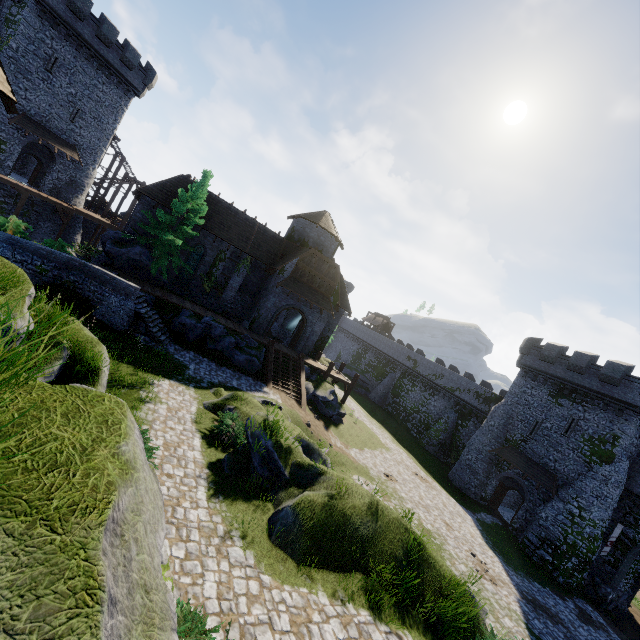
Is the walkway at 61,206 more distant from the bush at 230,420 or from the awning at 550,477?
the awning at 550,477

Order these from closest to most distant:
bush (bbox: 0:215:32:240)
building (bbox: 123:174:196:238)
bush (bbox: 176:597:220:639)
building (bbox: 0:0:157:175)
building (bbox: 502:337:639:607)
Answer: bush (bbox: 176:597:220:639)
bush (bbox: 0:215:32:240)
building (bbox: 502:337:639:607)
building (bbox: 123:174:196:238)
building (bbox: 0:0:157:175)

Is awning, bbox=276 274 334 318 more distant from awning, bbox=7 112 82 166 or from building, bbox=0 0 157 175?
building, bbox=0 0 157 175

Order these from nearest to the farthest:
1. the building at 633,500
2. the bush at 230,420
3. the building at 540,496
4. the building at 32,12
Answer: the bush at 230,420, the building at 633,500, the building at 32,12, the building at 540,496

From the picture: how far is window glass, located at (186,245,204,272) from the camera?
28.1 meters

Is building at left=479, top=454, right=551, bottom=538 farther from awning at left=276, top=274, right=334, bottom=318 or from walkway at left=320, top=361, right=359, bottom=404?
awning at left=276, top=274, right=334, bottom=318

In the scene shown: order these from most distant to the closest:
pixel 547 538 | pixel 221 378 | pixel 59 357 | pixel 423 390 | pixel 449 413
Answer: pixel 423 390 → pixel 449 413 → pixel 547 538 → pixel 221 378 → pixel 59 357

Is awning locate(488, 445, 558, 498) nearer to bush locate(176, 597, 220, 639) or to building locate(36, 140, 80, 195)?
bush locate(176, 597, 220, 639)
